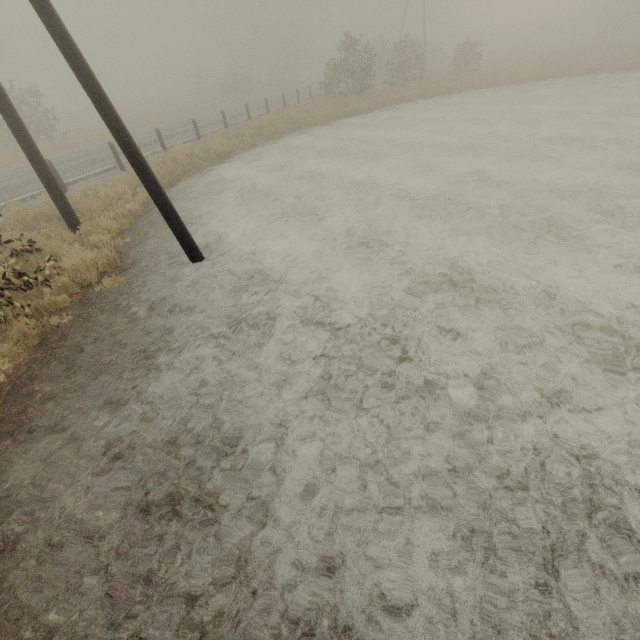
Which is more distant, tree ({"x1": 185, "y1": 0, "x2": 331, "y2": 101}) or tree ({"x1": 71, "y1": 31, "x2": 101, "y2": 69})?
tree ({"x1": 71, "y1": 31, "x2": 101, "y2": 69})

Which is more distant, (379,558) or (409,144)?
(409,144)

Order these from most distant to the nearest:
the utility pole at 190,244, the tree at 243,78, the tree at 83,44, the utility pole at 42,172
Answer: the tree at 83,44 → the tree at 243,78 → the utility pole at 42,172 → the utility pole at 190,244

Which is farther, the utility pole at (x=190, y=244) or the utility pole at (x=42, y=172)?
the utility pole at (x=42, y=172)

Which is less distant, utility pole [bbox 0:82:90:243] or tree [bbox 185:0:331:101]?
utility pole [bbox 0:82:90:243]

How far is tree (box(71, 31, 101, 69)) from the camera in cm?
5682

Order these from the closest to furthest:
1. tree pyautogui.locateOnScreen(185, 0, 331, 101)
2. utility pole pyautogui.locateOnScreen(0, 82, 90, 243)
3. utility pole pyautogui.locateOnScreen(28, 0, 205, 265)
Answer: utility pole pyautogui.locateOnScreen(28, 0, 205, 265)
utility pole pyautogui.locateOnScreen(0, 82, 90, 243)
tree pyautogui.locateOnScreen(185, 0, 331, 101)
